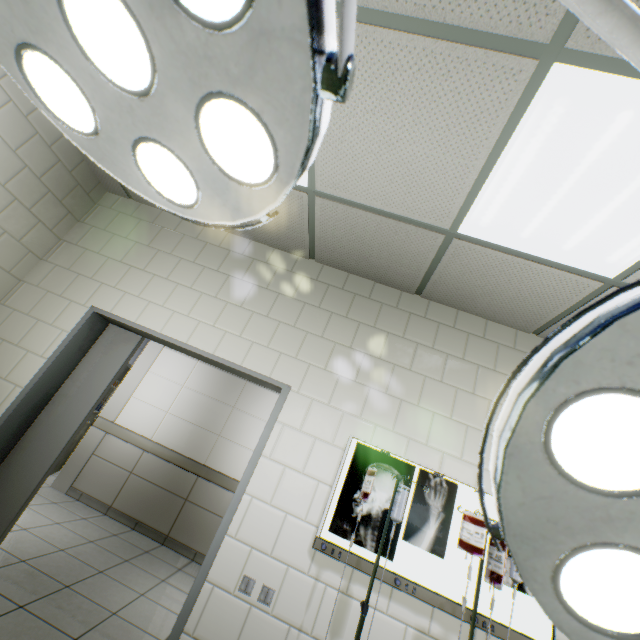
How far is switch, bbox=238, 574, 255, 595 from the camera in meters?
1.9

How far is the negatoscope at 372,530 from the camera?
1.9 meters

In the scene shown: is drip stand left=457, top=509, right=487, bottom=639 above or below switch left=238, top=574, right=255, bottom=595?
above

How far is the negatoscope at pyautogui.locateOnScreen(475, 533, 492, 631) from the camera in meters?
1.8

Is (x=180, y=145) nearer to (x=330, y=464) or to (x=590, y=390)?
(x=590, y=390)

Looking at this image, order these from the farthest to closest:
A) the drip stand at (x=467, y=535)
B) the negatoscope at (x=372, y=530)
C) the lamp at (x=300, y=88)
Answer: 1. the negatoscope at (x=372, y=530)
2. the drip stand at (x=467, y=535)
3. the lamp at (x=300, y=88)

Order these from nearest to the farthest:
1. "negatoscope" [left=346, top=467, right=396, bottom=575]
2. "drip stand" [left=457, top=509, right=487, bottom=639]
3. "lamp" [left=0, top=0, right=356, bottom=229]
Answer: "lamp" [left=0, top=0, right=356, bottom=229], "drip stand" [left=457, top=509, right=487, bottom=639], "negatoscope" [left=346, top=467, right=396, bottom=575]

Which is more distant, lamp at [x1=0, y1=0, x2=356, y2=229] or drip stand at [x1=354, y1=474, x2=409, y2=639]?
drip stand at [x1=354, y1=474, x2=409, y2=639]
